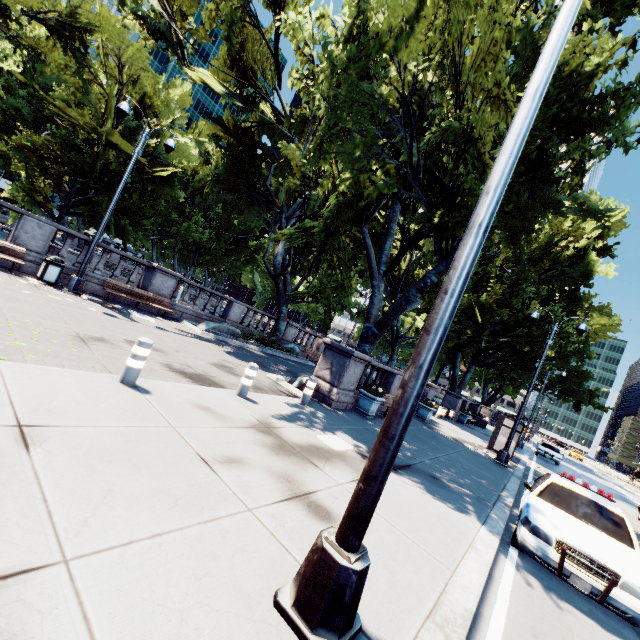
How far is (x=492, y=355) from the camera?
30.7 meters

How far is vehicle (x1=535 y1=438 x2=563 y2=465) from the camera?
27.7m

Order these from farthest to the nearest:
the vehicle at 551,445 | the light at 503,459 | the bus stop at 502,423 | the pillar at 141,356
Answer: the vehicle at 551,445 → the bus stop at 502,423 → the light at 503,459 → the pillar at 141,356

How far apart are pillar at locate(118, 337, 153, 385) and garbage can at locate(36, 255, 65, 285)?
8.8m

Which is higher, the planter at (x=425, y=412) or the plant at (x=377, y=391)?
the plant at (x=377, y=391)

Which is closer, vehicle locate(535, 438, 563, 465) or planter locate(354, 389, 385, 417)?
planter locate(354, 389, 385, 417)

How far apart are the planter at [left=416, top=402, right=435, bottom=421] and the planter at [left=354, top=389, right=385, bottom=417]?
6.66m

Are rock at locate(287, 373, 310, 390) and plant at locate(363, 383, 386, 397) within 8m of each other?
yes
